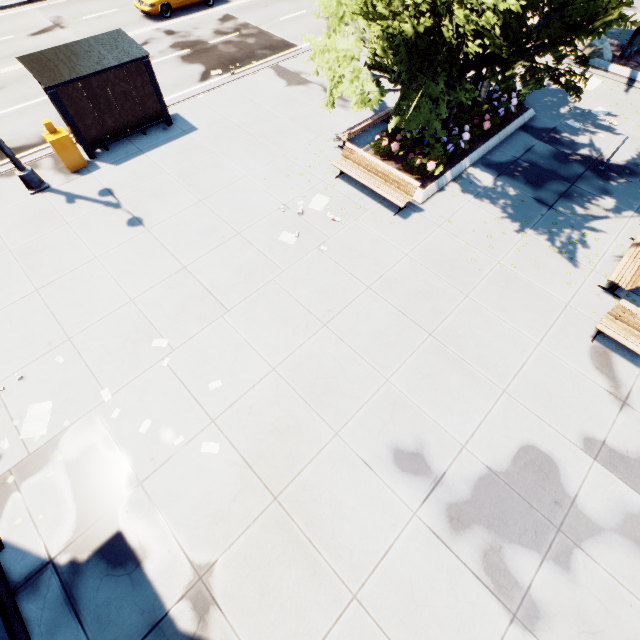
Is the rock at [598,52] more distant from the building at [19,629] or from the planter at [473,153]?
the building at [19,629]

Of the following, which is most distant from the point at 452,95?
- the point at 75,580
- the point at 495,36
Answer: the point at 75,580

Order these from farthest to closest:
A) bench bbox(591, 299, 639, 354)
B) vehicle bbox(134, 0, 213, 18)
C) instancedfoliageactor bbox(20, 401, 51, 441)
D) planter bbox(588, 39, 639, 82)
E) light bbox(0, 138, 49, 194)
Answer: vehicle bbox(134, 0, 213, 18)
planter bbox(588, 39, 639, 82)
light bbox(0, 138, 49, 194)
bench bbox(591, 299, 639, 354)
instancedfoliageactor bbox(20, 401, 51, 441)

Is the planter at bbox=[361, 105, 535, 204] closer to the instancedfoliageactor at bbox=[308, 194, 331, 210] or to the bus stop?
the instancedfoliageactor at bbox=[308, 194, 331, 210]

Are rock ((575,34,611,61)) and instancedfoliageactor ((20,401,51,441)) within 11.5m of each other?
no

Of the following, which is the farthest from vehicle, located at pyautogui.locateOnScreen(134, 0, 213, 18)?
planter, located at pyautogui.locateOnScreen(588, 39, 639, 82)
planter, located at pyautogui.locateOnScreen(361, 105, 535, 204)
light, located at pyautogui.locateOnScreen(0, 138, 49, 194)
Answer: planter, located at pyautogui.locateOnScreen(588, 39, 639, 82)

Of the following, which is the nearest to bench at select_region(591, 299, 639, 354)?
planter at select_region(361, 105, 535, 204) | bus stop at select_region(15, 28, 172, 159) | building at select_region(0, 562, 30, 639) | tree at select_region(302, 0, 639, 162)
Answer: tree at select_region(302, 0, 639, 162)

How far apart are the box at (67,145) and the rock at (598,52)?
22.7 meters
